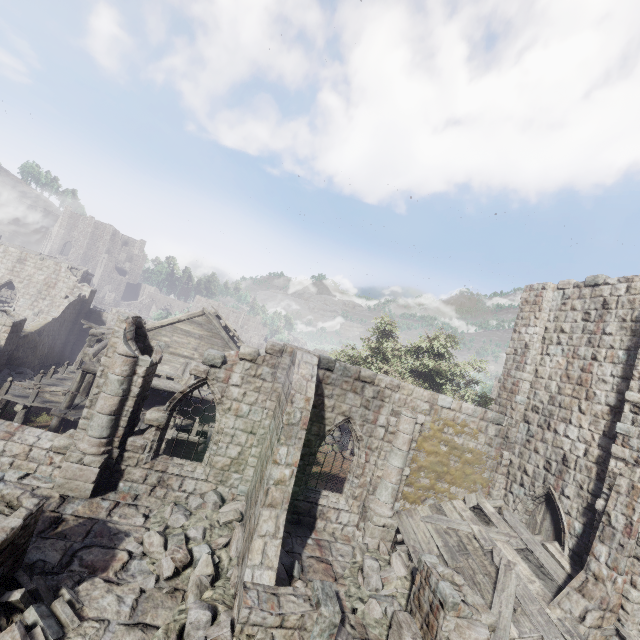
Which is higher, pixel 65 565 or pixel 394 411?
pixel 394 411

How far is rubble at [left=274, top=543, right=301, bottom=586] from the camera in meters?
8.4

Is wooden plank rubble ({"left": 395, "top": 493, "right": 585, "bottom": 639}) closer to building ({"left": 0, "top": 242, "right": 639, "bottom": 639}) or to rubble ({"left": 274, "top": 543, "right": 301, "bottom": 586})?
building ({"left": 0, "top": 242, "right": 639, "bottom": 639})

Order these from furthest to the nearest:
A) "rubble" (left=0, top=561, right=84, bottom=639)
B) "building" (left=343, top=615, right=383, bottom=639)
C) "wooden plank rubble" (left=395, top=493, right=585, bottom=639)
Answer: "wooden plank rubble" (left=395, top=493, right=585, bottom=639)
"building" (left=343, top=615, right=383, bottom=639)
"rubble" (left=0, top=561, right=84, bottom=639)

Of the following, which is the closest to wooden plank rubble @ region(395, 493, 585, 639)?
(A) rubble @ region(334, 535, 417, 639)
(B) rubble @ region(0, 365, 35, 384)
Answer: (A) rubble @ region(334, 535, 417, 639)

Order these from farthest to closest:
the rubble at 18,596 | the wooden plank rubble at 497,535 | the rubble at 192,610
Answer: the wooden plank rubble at 497,535
the rubble at 192,610
the rubble at 18,596

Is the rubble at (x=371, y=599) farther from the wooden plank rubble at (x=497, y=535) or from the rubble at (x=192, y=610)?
the rubble at (x=192, y=610)

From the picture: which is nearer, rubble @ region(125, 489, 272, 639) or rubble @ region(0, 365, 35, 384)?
rubble @ region(125, 489, 272, 639)
